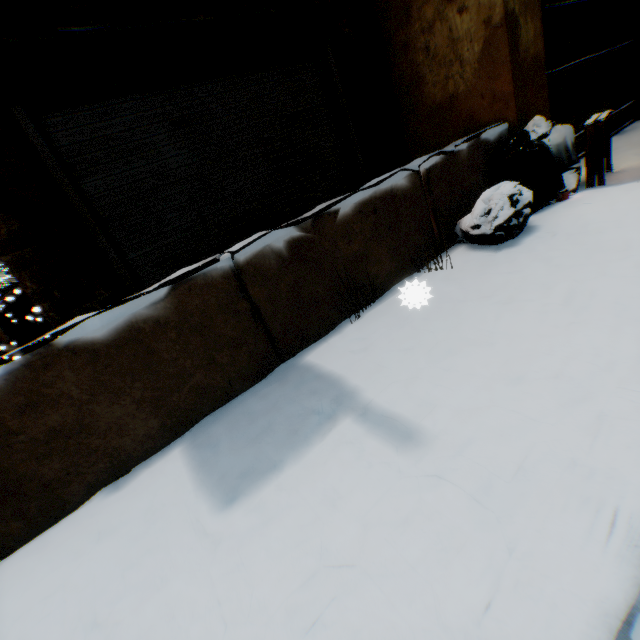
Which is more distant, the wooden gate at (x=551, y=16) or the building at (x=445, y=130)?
the wooden gate at (x=551, y=16)

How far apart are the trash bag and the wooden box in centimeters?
8cm

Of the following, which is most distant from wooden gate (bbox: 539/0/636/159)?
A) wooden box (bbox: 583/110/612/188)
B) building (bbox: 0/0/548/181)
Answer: wooden box (bbox: 583/110/612/188)

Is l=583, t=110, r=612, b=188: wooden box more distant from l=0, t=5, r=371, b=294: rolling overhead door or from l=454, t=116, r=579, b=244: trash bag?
l=0, t=5, r=371, b=294: rolling overhead door

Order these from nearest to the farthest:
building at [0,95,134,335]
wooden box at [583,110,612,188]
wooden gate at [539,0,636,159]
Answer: building at [0,95,134,335] < wooden box at [583,110,612,188] < wooden gate at [539,0,636,159]

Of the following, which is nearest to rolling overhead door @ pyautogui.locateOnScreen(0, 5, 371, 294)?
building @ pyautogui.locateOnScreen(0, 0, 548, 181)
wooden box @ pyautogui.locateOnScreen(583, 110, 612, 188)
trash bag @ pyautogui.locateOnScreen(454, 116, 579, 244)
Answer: building @ pyautogui.locateOnScreen(0, 0, 548, 181)

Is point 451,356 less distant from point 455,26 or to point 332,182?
point 332,182

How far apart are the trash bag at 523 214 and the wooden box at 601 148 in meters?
0.1 m
